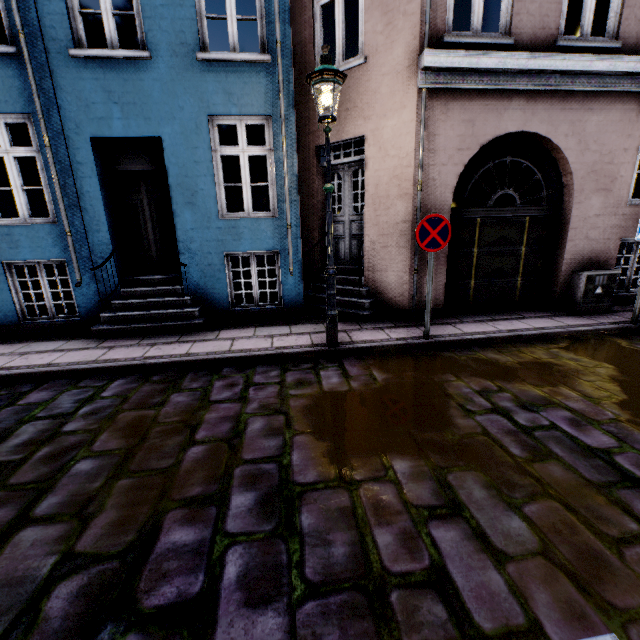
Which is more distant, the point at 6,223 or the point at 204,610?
the point at 6,223

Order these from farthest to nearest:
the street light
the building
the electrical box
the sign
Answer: the electrical box → the building → the sign → the street light

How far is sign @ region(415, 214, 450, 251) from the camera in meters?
4.7 m

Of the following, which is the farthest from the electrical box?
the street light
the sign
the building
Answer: the sign

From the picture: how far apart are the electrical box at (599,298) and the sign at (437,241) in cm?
359

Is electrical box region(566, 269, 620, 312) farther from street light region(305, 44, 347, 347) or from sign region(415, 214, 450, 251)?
sign region(415, 214, 450, 251)

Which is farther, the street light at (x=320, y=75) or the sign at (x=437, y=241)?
the sign at (x=437, y=241)

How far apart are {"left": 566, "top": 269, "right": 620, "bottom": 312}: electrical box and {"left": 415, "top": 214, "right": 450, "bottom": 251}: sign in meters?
3.6
